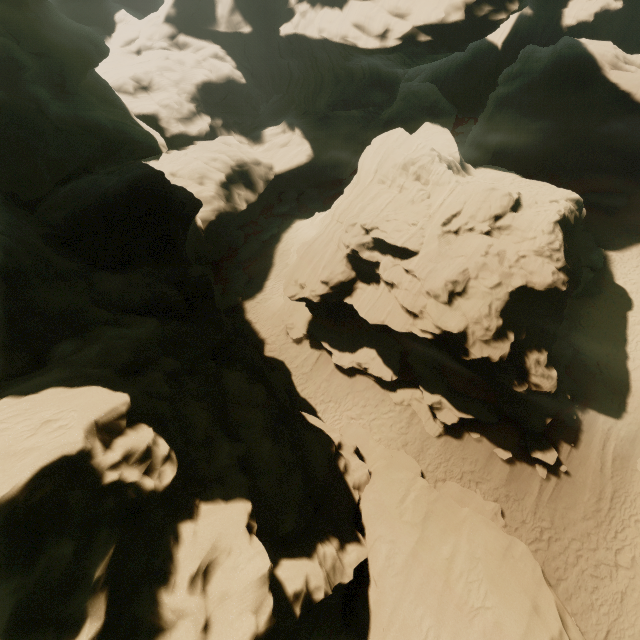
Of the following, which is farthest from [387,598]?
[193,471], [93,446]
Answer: [93,446]
